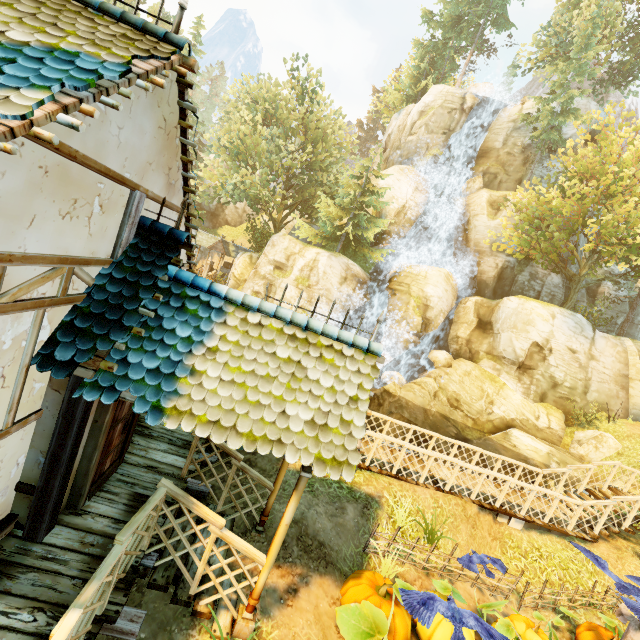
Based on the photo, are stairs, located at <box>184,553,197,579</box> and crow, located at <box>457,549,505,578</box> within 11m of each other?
yes

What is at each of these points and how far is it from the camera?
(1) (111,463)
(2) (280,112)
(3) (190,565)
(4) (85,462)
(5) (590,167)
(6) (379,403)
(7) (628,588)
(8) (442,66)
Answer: (1) door, 5.3m
(2) tree, 29.5m
(3) stairs, 5.0m
(4) doorway, 4.5m
(5) tree, 23.1m
(6) rock, 21.0m
(7) crow, 5.7m
(8) tree, 37.1m

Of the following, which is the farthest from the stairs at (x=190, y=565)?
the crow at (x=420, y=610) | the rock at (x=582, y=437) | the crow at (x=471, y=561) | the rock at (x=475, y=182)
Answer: the rock at (x=475, y=182)

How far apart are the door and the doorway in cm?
1

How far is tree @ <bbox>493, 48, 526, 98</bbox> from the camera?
31.69m

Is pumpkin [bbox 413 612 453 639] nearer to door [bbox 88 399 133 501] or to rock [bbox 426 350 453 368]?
door [bbox 88 399 133 501]

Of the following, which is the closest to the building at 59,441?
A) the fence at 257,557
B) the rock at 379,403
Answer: the fence at 257,557

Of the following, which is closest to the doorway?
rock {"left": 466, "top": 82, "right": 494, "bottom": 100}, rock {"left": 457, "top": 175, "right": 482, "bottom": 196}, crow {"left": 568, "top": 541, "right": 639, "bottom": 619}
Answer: crow {"left": 568, "top": 541, "right": 639, "bottom": 619}
